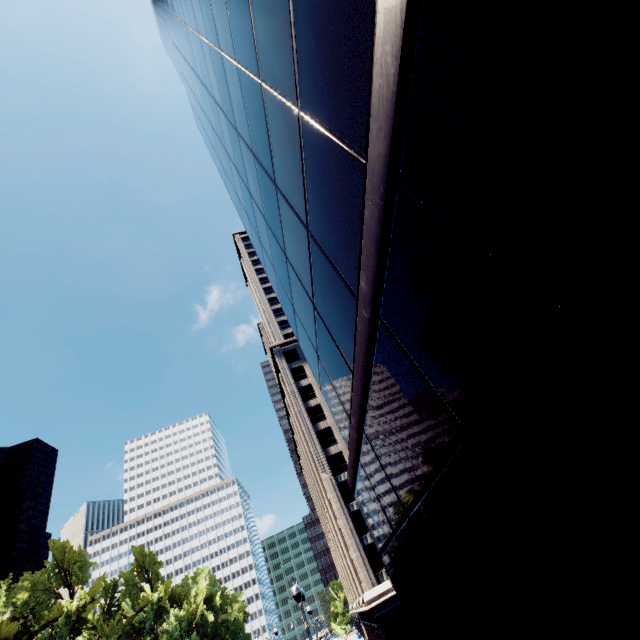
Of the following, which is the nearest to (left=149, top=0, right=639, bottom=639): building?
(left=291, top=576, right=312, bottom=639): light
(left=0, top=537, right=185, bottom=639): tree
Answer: (left=291, top=576, right=312, bottom=639): light

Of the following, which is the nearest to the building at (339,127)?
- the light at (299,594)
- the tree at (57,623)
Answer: the light at (299,594)

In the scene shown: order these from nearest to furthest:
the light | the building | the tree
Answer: the building < the light < the tree

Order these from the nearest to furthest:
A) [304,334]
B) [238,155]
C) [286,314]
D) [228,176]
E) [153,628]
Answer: [304,334]
[238,155]
[286,314]
[228,176]
[153,628]

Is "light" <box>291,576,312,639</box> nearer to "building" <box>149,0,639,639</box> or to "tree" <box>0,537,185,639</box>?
"building" <box>149,0,639,639</box>

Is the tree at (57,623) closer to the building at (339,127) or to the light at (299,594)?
the light at (299,594)
